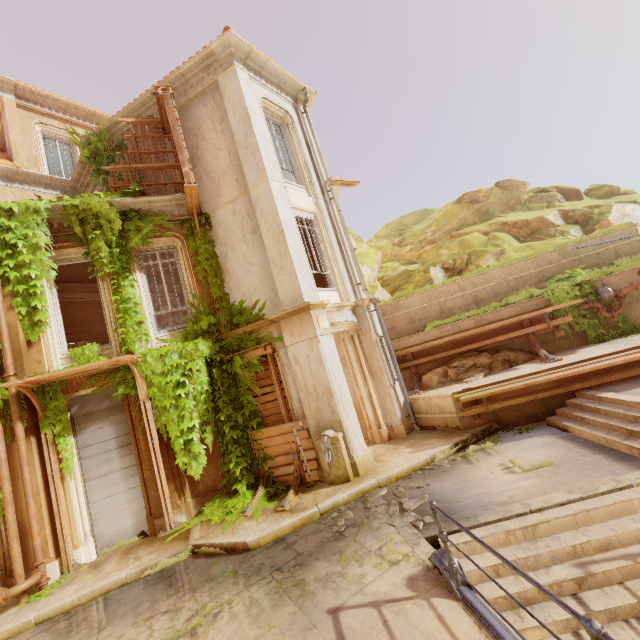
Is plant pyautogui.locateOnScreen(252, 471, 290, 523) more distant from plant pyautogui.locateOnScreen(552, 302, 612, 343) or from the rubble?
plant pyautogui.locateOnScreen(552, 302, 612, 343)

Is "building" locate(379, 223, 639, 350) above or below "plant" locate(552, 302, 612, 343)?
above

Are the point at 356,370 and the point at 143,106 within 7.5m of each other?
no

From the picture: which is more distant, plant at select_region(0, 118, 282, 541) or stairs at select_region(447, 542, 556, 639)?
plant at select_region(0, 118, 282, 541)

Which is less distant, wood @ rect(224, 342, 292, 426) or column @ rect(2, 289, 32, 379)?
column @ rect(2, 289, 32, 379)

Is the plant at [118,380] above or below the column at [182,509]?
above

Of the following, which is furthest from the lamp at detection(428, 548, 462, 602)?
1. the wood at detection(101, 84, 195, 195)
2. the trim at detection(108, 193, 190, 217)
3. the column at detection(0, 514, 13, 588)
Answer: the trim at detection(108, 193, 190, 217)

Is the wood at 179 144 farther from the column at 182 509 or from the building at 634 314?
the building at 634 314
